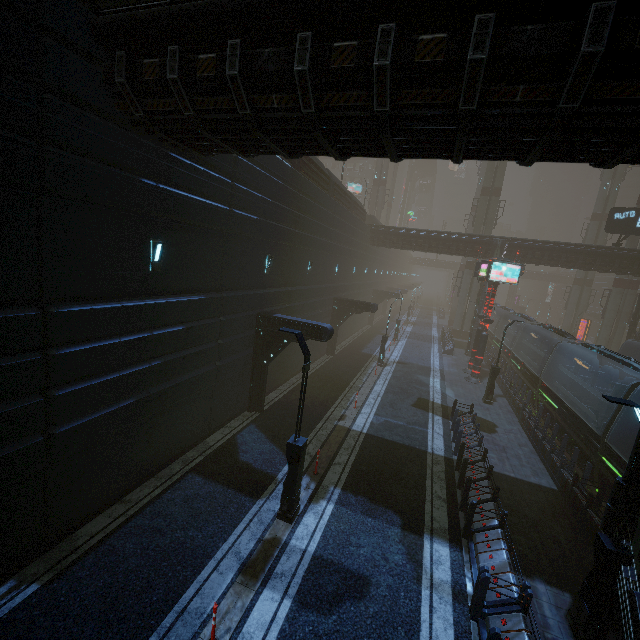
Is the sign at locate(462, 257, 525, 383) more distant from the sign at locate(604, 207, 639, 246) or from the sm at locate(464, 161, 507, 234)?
the sm at locate(464, 161, 507, 234)

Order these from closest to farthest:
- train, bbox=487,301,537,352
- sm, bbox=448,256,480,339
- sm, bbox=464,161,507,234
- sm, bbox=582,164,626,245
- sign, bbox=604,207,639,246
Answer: sign, bbox=604,207,639,246 → train, bbox=487,301,537,352 → sm, bbox=464,161,507,234 → sm, bbox=448,256,480,339 → sm, bbox=582,164,626,245

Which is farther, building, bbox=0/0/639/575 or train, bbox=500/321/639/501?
train, bbox=500/321/639/501

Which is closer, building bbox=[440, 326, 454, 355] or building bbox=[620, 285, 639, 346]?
building bbox=[620, 285, 639, 346]

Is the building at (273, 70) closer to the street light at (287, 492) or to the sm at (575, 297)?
the sm at (575, 297)

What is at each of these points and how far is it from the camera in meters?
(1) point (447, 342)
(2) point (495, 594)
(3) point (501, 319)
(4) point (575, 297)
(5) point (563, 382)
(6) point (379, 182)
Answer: (1) building, 36.5 m
(2) building, 7.6 m
(3) train, 36.0 m
(4) sm, 46.3 m
(5) train, 20.1 m
(6) sm, 53.1 m

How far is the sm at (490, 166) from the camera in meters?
38.7 m

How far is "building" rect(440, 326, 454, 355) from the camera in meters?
32.8 m
